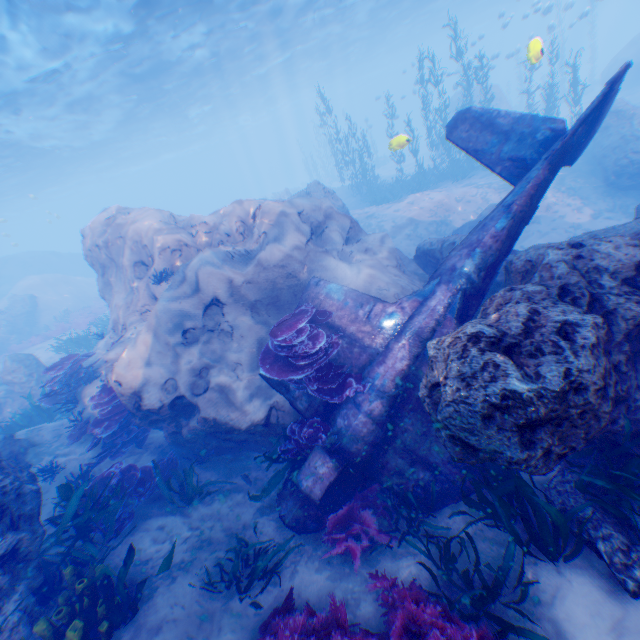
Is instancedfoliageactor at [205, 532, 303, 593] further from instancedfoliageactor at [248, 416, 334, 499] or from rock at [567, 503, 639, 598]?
rock at [567, 503, 639, 598]

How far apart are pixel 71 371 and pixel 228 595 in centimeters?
813cm

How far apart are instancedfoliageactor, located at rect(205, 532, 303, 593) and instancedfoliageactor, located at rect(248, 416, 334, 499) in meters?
0.6 m

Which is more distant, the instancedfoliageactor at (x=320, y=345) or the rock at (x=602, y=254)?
the instancedfoliageactor at (x=320, y=345)

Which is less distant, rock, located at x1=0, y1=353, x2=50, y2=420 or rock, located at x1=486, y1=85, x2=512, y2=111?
rock, located at x1=0, y1=353, x2=50, y2=420

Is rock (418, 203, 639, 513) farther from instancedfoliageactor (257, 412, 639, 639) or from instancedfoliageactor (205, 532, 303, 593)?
instancedfoliageactor (205, 532, 303, 593)

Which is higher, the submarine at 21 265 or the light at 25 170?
the light at 25 170

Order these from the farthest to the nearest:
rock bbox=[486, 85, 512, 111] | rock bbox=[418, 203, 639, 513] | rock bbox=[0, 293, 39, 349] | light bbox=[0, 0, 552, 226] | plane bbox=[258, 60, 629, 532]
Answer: rock bbox=[486, 85, 512, 111], rock bbox=[0, 293, 39, 349], light bbox=[0, 0, 552, 226], plane bbox=[258, 60, 629, 532], rock bbox=[418, 203, 639, 513]
